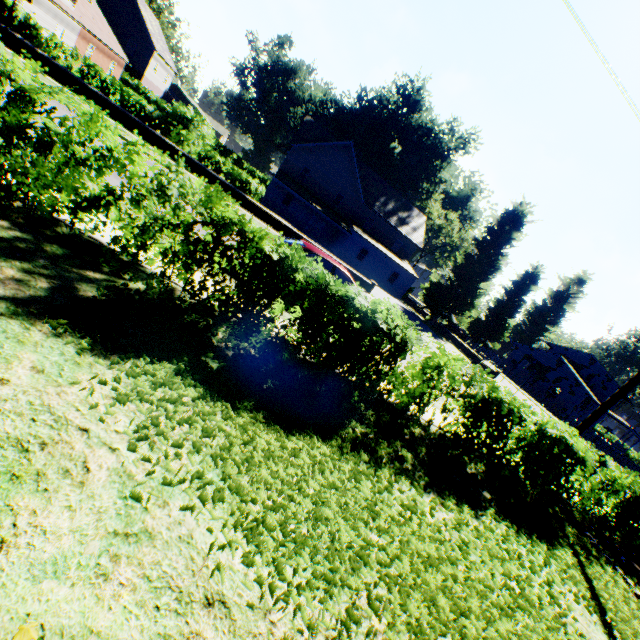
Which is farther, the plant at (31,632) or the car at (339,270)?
the car at (339,270)

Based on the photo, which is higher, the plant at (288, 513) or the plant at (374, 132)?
the plant at (374, 132)

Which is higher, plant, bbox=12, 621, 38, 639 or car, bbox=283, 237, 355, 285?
car, bbox=283, 237, 355, 285

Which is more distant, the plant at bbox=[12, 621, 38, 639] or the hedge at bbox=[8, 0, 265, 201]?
the hedge at bbox=[8, 0, 265, 201]

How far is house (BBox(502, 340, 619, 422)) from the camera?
42.38m

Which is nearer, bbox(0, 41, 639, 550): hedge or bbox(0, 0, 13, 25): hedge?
bbox(0, 41, 639, 550): hedge

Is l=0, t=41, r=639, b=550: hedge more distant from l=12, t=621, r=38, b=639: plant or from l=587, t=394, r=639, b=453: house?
l=587, t=394, r=639, b=453: house

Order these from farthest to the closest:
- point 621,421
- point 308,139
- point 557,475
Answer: point 621,421, point 308,139, point 557,475
